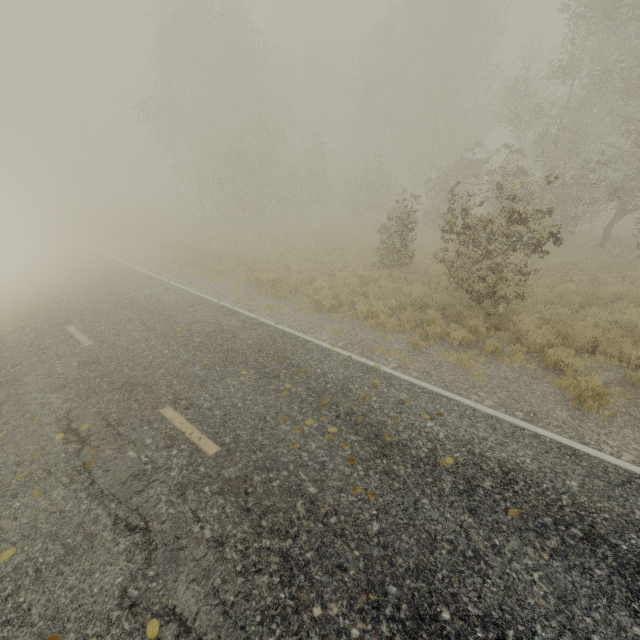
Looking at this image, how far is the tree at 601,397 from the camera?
5.8 meters

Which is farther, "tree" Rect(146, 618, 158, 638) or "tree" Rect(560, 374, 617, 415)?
"tree" Rect(560, 374, 617, 415)

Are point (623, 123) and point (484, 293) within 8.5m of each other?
no

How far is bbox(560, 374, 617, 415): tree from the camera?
5.8m

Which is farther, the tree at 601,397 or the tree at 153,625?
the tree at 601,397
